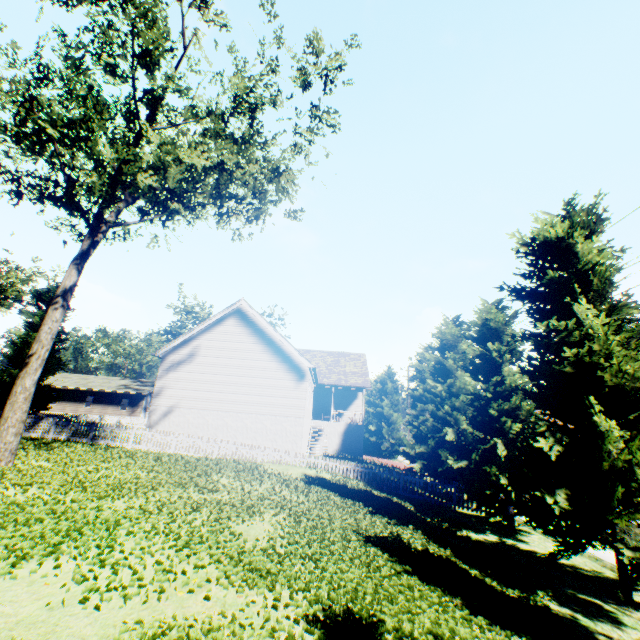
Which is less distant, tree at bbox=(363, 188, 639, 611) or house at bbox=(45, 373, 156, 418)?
tree at bbox=(363, 188, 639, 611)

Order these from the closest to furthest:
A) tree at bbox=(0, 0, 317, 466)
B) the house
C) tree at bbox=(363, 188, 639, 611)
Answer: tree at bbox=(363, 188, 639, 611), tree at bbox=(0, 0, 317, 466), the house

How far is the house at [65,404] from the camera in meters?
43.5

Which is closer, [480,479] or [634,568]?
[634,568]

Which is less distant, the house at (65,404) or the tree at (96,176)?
the tree at (96,176)

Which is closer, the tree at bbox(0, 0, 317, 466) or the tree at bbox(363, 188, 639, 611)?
the tree at bbox(363, 188, 639, 611)

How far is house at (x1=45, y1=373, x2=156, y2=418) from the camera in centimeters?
4350cm
